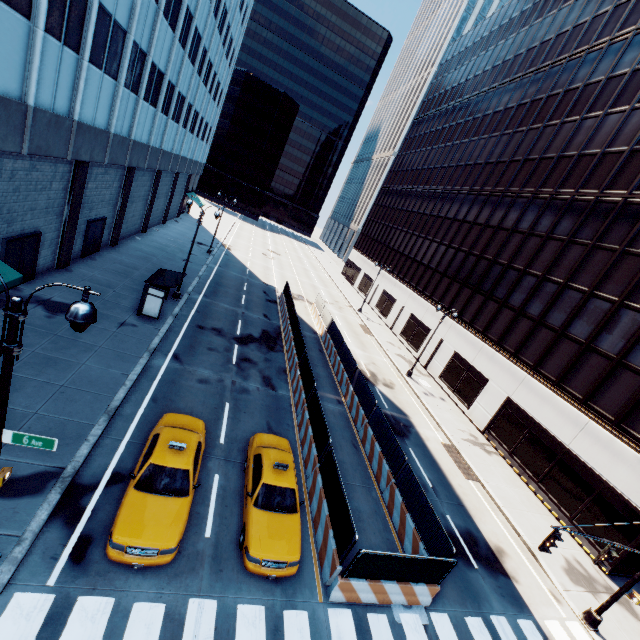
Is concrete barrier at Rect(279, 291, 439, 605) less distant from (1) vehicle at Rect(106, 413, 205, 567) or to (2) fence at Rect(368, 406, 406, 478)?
(2) fence at Rect(368, 406, 406, 478)

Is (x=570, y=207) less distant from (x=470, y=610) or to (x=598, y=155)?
(x=598, y=155)

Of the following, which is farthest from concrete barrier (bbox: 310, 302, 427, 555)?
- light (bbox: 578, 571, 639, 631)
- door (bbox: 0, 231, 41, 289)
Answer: door (bbox: 0, 231, 41, 289)

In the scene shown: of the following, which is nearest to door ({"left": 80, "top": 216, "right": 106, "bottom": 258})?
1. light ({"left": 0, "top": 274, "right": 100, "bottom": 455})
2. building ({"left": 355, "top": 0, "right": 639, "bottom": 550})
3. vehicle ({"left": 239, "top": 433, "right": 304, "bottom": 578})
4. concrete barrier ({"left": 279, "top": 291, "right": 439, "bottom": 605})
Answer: light ({"left": 0, "top": 274, "right": 100, "bottom": 455})

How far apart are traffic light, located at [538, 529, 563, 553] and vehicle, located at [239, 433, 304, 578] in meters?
7.7 m

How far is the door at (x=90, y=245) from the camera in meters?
22.9 m

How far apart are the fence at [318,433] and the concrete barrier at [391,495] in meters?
0.0

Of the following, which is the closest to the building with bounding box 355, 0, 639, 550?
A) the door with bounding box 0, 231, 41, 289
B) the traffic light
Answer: the traffic light
